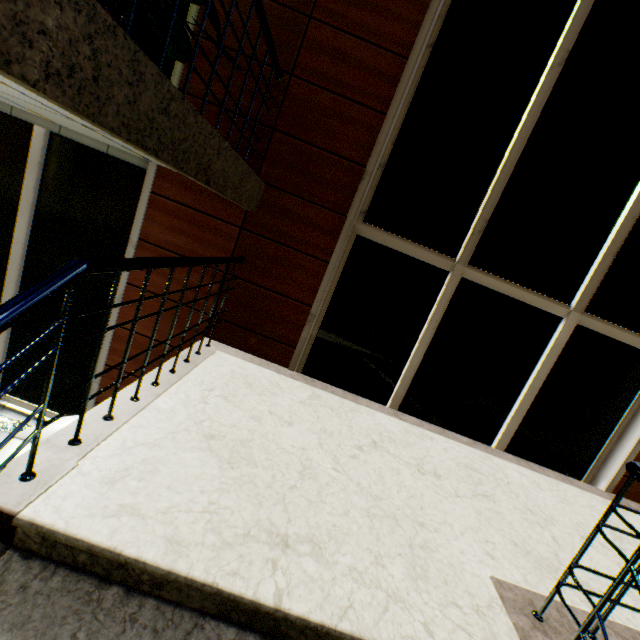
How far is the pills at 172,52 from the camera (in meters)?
2.01

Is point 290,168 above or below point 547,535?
above

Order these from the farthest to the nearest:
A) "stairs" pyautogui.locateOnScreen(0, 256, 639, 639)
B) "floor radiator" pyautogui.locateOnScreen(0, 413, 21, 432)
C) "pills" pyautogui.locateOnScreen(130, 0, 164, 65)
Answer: "floor radiator" pyautogui.locateOnScreen(0, 413, 21, 432), "pills" pyautogui.locateOnScreen(130, 0, 164, 65), "stairs" pyautogui.locateOnScreen(0, 256, 639, 639)

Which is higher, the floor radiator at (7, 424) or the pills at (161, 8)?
the pills at (161, 8)

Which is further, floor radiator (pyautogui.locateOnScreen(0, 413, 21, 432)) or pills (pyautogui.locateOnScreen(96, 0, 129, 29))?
floor radiator (pyautogui.locateOnScreen(0, 413, 21, 432))

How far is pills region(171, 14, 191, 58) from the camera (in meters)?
2.09

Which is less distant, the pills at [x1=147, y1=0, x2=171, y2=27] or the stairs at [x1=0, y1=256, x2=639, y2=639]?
the stairs at [x1=0, y1=256, x2=639, y2=639]

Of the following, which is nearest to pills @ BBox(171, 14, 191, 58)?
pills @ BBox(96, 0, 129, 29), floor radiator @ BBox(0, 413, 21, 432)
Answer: pills @ BBox(96, 0, 129, 29)
